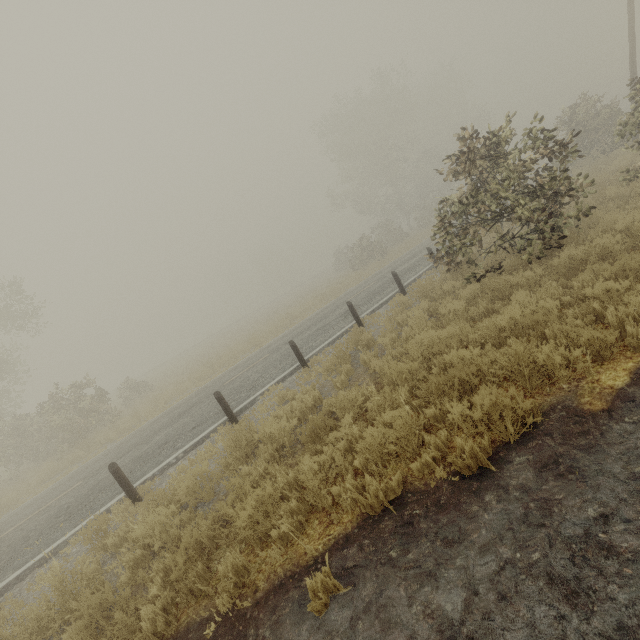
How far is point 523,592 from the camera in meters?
2.5 m

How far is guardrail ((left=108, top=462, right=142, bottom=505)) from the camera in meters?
6.8

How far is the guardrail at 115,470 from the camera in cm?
682
